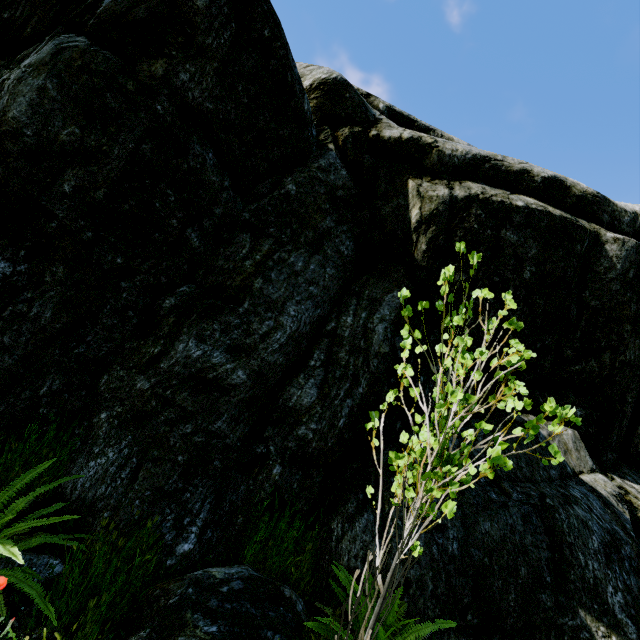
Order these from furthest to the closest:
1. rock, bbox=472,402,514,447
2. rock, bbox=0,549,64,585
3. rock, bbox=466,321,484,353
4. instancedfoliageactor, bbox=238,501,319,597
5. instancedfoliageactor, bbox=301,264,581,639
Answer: rock, bbox=466,321,484,353 < rock, bbox=472,402,514,447 < instancedfoliageactor, bbox=238,501,319,597 < rock, bbox=0,549,64,585 < instancedfoliageactor, bbox=301,264,581,639

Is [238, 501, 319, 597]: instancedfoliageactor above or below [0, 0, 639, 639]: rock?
below

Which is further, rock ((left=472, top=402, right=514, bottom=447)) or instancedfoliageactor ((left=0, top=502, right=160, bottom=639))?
rock ((left=472, top=402, right=514, bottom=447))

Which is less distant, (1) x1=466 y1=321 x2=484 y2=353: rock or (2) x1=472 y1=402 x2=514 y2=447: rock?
(2) x1=472 y1=402 x2=514 y2=447: rock

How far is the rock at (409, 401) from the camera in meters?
4.2

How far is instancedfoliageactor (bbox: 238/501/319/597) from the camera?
2.8 meters

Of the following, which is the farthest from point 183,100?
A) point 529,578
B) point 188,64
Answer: point 529,578
